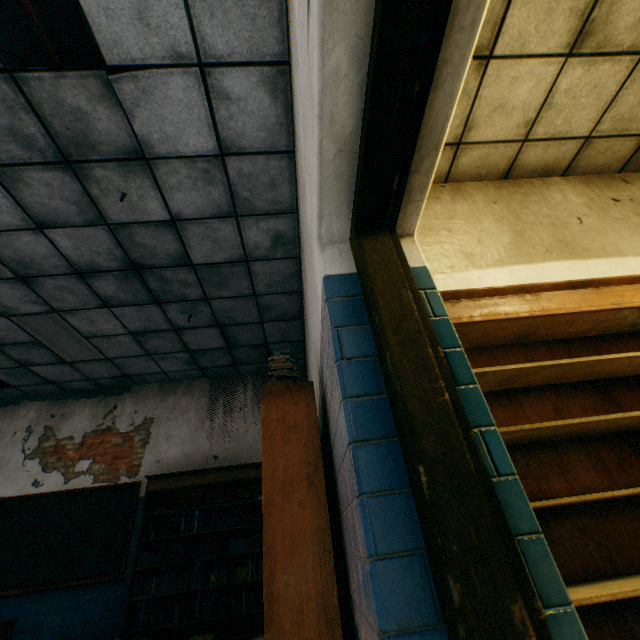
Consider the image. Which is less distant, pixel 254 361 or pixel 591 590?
pixel 591 590

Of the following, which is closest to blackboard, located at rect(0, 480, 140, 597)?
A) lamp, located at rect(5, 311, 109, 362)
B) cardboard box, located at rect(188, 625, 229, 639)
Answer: cardboard box, located at rect(188, 625, 229, 639)

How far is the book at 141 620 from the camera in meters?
4.1

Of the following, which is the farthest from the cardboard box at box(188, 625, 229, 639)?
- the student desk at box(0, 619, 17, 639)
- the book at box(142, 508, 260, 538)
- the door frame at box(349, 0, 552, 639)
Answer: the door frame at box(349, 0, 552, 639)

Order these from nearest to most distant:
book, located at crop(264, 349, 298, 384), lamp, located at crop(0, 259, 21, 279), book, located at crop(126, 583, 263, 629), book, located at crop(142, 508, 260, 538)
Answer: book, located at crop(264, 349, 298, 384) < lamp, located at crop(0, 259, 21, 279) < book, located at crop(126, 583, 263, 629) < book, located at crop(142, 508, 260, 538)

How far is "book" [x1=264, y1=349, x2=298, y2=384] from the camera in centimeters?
205cm

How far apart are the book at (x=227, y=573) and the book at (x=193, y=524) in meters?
0.1

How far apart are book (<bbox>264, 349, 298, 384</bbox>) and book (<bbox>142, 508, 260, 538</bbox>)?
3.5 meters
